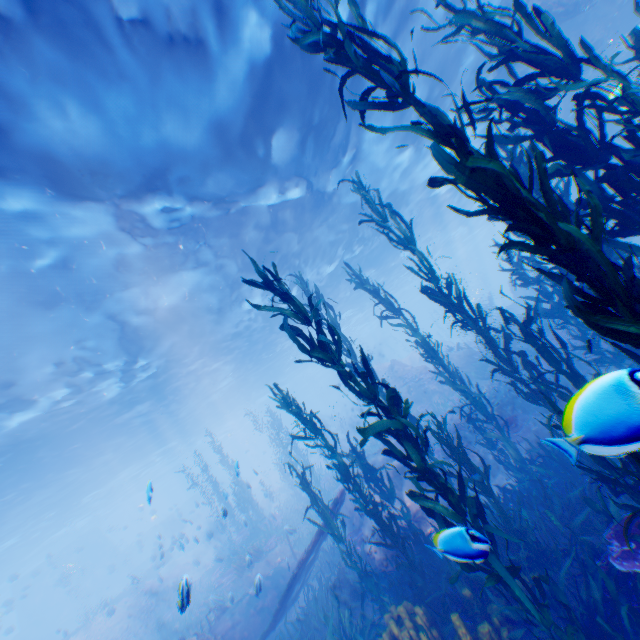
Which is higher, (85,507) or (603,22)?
(85,507)

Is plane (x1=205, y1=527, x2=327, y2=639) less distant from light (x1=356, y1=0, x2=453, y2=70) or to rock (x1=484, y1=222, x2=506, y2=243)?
rock (x1=484, y1=222, x2=506, y2=243)

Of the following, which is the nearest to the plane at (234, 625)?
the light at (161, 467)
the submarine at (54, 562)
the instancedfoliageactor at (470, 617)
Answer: the instancedfoliageactor at (470, 617)

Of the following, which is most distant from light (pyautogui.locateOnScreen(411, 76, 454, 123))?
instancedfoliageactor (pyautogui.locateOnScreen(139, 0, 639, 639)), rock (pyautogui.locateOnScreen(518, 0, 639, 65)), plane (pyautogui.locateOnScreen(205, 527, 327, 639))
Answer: plane (pyautogui.locateOnScreen(205, 527, 327, 639))

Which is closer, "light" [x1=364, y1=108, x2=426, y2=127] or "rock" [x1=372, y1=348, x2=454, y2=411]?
"light" [x1=364, y1=108, x2=426, y2=127]

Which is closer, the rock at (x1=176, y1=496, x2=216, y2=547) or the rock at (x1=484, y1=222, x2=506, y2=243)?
the rock at (x1=176, y1=496, x2=216, y2=547)

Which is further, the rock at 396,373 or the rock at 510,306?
the rock at 510,306
